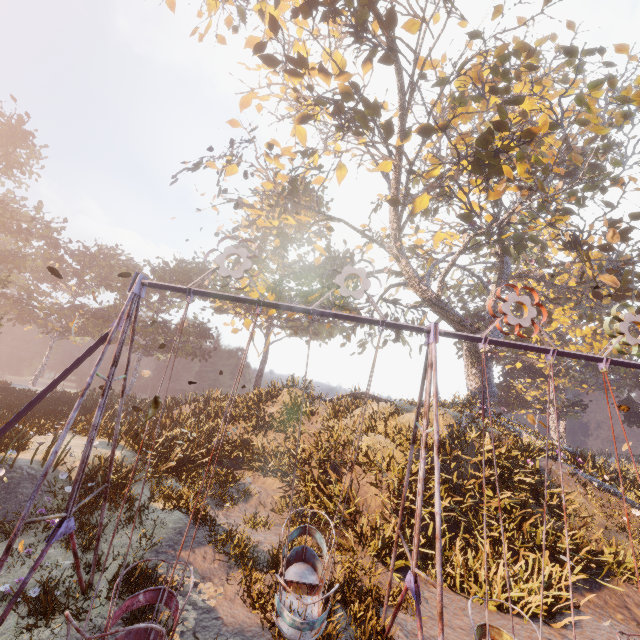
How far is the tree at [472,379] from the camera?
21.1 meters

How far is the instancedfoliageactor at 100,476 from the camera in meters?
9.7 m

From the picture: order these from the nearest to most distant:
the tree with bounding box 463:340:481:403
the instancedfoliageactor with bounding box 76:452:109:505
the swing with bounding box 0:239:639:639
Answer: the swing with bounding box 0:239:639:639, the instancedfoliageactor with bounding box 76:452:109:505, the tree with bounding box 463:340:481:403

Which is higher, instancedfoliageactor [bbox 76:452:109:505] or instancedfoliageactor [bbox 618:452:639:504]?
instancedfoliageactor [bbox 618:452:639:504]

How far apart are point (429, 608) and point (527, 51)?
24.6m

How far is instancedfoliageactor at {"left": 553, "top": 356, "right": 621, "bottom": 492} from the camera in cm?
1534

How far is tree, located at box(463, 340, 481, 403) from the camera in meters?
21.1 m
